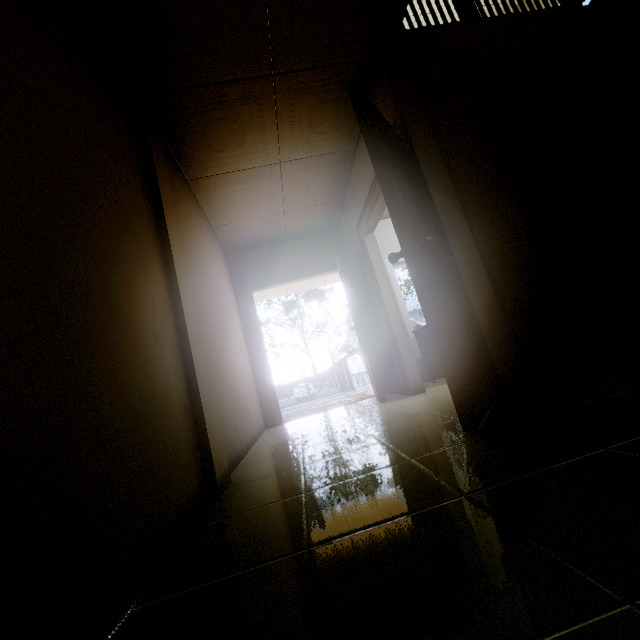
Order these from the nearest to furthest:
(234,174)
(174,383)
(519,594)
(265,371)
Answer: (519,594) < (174,383) < (234,174) < (265,371)

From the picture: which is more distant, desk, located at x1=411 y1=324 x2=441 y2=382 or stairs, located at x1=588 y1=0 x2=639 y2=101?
desk, located at x1=411 y1=324 x2=441 y2=382

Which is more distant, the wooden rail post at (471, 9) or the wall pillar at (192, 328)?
the wooden rail post at (471, 9)

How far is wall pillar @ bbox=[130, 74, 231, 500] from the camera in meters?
1.8

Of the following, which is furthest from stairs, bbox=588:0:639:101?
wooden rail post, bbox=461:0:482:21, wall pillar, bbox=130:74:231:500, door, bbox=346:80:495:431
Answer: wall pillar, bbox=130:74:231:500

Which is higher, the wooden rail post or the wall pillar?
the wooden rail post

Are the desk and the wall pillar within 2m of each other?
no

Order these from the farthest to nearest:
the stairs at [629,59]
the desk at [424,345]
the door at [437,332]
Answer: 1. the desk at [424,345]
2. the stairs at [629,59]
3. the door at [437,332]
